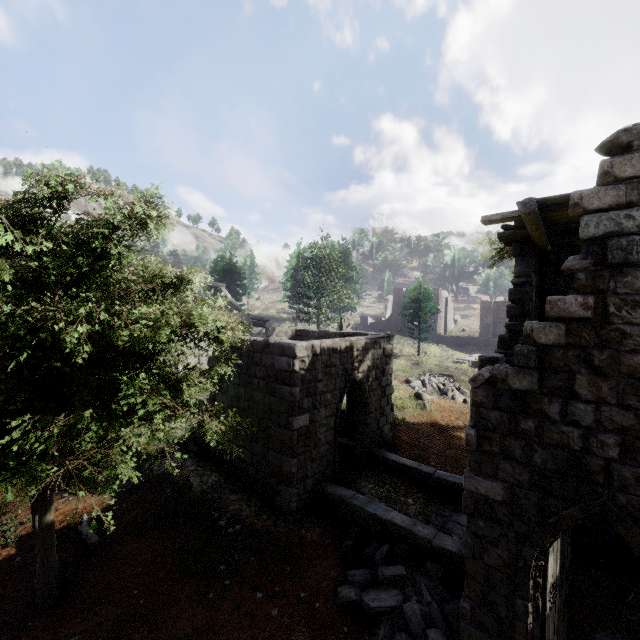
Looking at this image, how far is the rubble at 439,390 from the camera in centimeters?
2045cm

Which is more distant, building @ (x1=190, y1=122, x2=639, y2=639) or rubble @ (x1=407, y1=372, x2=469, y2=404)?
rubble @ (x1=407, y1=372, x2=469, y2=404)

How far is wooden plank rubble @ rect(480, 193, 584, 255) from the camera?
5.7m

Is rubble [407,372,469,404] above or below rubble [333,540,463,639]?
above

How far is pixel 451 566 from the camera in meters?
7.5

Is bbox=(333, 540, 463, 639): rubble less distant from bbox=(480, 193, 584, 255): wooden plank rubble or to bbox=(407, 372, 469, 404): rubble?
bbox=(480, 193, 584, 255): wooden plank rubble

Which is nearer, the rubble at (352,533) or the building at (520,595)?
the building at (520,595)

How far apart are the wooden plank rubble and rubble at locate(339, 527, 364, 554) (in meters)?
7.54
